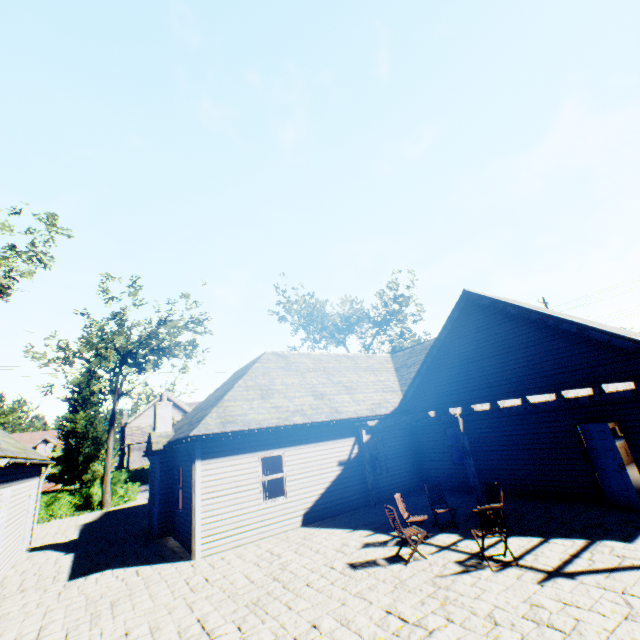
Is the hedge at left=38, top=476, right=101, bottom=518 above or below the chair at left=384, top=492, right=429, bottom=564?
below

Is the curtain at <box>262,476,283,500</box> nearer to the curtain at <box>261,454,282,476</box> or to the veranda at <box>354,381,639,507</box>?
the curtain at <box>261,454,282,476</box>

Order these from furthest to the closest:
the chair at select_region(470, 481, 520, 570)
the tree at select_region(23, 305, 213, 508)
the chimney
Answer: the tree at select_region(23, 305, 213, 508) < the chimney < the chair at select_region(470, 481, 520, 570)

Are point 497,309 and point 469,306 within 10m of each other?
yes

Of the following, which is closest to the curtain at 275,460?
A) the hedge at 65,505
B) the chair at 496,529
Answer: the chair at 496,529

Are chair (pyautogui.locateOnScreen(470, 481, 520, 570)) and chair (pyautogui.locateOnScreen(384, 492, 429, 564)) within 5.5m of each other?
yes

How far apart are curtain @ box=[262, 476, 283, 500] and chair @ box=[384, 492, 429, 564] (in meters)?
5.01

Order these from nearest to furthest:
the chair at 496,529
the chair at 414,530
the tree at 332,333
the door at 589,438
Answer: the chair at 496,529 → the chair at 414,530 → the door at 589,438 → the tree at 332,333
